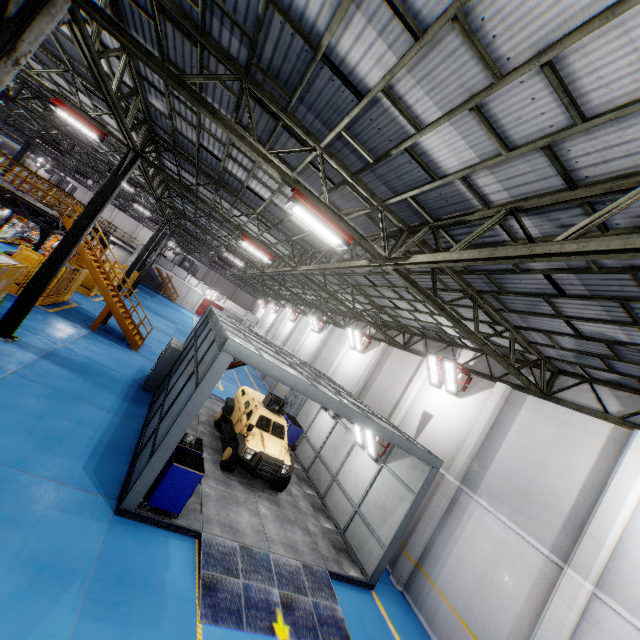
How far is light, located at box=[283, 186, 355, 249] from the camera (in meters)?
6.63

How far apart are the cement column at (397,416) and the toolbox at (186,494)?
9.3 meters

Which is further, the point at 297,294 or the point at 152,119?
the point at 297,294

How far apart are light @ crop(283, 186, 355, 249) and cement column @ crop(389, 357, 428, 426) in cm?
979

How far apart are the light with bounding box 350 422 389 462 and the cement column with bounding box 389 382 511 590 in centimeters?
215cm

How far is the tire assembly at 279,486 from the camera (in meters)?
11.50

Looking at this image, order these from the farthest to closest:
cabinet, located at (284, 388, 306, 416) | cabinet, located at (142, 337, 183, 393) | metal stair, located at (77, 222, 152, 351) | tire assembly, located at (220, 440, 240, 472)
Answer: cabinet, located at (284, 388, 306, 416)
metal stair, located at (77, 222, 152, 351)
cabinet, located at (142, 337, 183, 393)
tire assembly, located at (220, 440, 240, 472)

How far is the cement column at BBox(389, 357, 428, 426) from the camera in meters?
15.1
